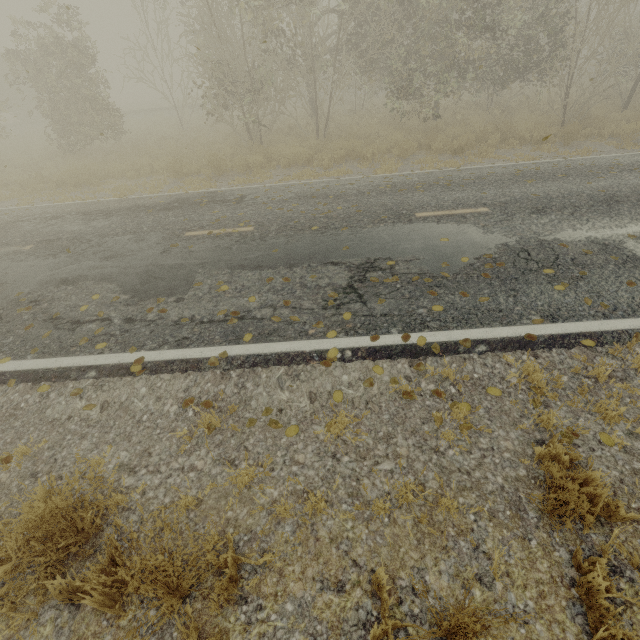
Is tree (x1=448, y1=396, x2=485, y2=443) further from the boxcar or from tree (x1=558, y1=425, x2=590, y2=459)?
the boxcar

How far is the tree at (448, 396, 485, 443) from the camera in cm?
316

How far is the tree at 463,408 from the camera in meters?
3.2

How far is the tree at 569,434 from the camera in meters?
2.9

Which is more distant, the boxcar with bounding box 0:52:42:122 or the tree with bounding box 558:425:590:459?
the boxcar with bounding box 0:52:42:122

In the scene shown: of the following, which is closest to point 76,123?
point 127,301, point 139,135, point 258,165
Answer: point 139,135
